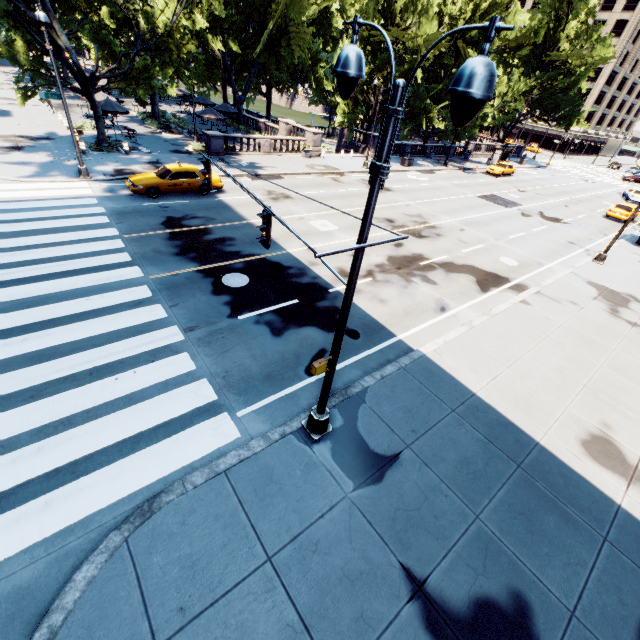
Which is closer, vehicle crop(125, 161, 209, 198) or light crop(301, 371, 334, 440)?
light crop(301, 371, 334, 440)

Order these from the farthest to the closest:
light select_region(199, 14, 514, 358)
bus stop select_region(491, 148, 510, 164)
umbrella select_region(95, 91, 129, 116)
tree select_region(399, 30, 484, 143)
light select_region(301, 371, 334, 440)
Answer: bus stop select_region(491, 148, 510, 164) → tree select_region(399, 30, 484, 143) → umbrella select_region(95, 91, 129, 116) → light select_region(301, 371, 334, 440) → light select_region(199, 14, 514, 358)

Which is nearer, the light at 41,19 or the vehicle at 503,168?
the light at 41,19

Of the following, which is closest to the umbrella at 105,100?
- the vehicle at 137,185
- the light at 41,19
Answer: the light at 41,19

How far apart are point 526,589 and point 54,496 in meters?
8.9 m

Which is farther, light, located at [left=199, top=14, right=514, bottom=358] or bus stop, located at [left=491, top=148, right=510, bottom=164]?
bus stop, located at [left=491, top=148, right=510, bottom=164]

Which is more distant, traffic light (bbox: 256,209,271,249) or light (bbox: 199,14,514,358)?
traffic light (bbox: 256,209,271,249)

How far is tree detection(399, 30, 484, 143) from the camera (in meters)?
31.83
